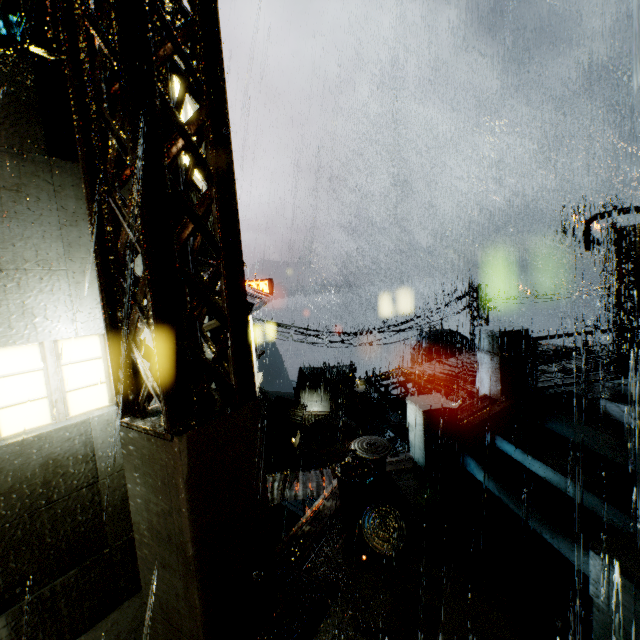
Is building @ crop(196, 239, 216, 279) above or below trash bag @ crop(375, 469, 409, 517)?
above

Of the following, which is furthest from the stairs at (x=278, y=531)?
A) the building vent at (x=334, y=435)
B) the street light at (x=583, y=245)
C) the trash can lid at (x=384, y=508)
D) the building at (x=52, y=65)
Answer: the street light at (x=583, y=245)

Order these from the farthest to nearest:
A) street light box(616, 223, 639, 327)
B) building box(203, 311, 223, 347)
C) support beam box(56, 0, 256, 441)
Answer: street light box(616, 223, 639, 327)
building box(203, 311, 223, 347)
support beam box(56, 0, 256, 441)

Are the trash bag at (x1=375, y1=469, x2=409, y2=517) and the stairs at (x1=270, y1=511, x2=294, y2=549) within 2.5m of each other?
no

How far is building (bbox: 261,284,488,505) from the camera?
7.6 meters

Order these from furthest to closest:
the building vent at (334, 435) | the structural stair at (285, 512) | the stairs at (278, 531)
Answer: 1. the building vent at (334, 435)
2. the structural stair at (285, 512)
3. the stairs at (278, 531)

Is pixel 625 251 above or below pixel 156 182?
below
